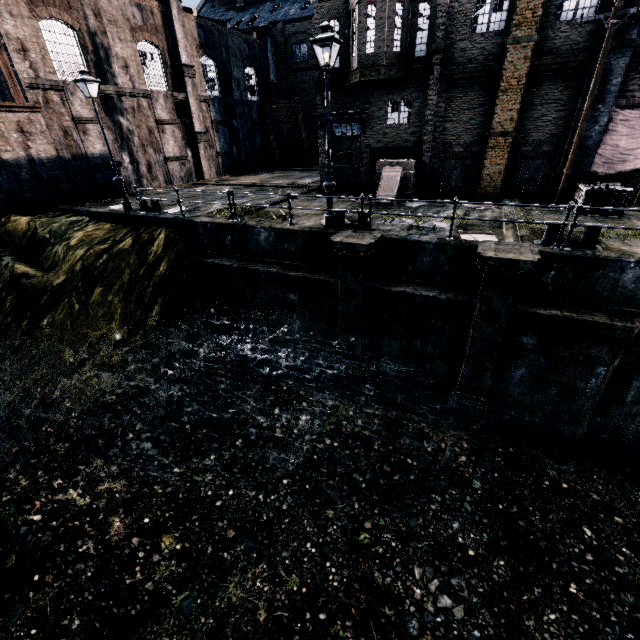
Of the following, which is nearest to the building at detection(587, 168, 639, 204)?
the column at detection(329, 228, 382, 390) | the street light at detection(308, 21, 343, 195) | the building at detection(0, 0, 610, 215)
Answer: the building at detection(0, 0, 610, 215)

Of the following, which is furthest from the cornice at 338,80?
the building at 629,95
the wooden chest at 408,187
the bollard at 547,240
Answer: the bollard at 547,240

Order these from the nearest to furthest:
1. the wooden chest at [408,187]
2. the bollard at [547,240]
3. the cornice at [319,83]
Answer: the bollard at [547,240]
the wooden chest at [408,187]
the cornice at [319,83]

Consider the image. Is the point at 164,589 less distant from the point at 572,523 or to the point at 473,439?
the point at 473,439

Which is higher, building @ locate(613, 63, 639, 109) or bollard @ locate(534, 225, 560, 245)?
building @ locate(613, 63, 639, 109)

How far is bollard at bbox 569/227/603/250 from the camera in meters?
9.3 m

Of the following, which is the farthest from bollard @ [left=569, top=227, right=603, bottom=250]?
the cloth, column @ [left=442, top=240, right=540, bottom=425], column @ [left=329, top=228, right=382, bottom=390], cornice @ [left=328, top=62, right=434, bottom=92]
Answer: cornice @ [left=328, top=62, right=434, bottom=92]

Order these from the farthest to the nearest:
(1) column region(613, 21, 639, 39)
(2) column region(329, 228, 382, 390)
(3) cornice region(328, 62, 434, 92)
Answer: (3) cornice region(328, 62, 434, 92)
(1) column region(613, 21, 639, 39)
(2) column region(329, 228, 382, 390)
